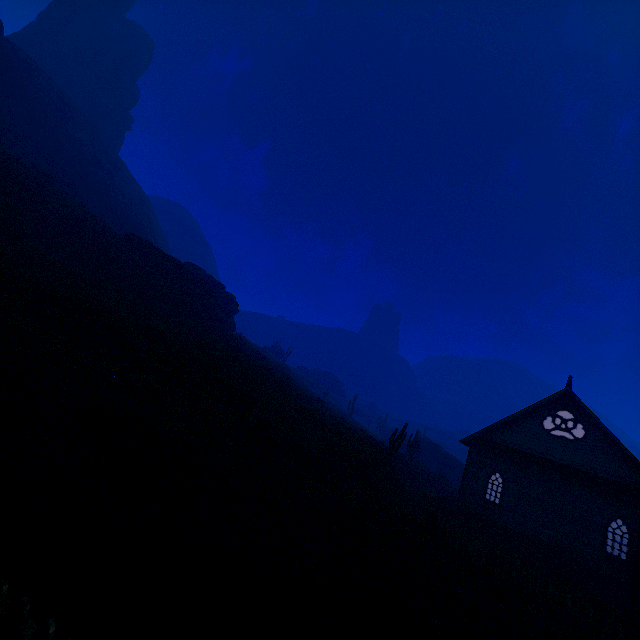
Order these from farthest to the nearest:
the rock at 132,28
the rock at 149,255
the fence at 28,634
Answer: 1. the rock at 132,28
2. the rock at 149,255
3. the fence at 28,634

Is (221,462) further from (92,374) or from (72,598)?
(72,598)

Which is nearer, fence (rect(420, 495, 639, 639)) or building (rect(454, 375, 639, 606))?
fence (rect(420, 495, 639, 639))

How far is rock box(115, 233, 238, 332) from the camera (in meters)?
32.84

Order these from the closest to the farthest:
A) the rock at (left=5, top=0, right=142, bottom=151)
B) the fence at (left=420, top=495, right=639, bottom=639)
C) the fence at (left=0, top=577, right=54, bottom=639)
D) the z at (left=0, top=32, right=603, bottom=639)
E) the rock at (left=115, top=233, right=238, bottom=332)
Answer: the fence at (left=0, top=577, right=54, bottom=639) < the z at (left=0, top=32, right=603, bottom=639) < the fence at (left=420, top=495, right=639, bottom=639) < the rock at (left=115, top=233, right=238, bottom=332) < the rock at (left=5, top=0, right=142, bottom=151)

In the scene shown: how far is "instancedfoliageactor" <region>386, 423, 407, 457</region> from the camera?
21.8m

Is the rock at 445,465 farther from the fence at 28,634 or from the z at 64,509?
the fence at 28,634

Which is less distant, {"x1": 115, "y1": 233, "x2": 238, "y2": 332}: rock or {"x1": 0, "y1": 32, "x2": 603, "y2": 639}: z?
{"x1": 0, "y1": 32, "x2": 603, "y2": 639}: z
